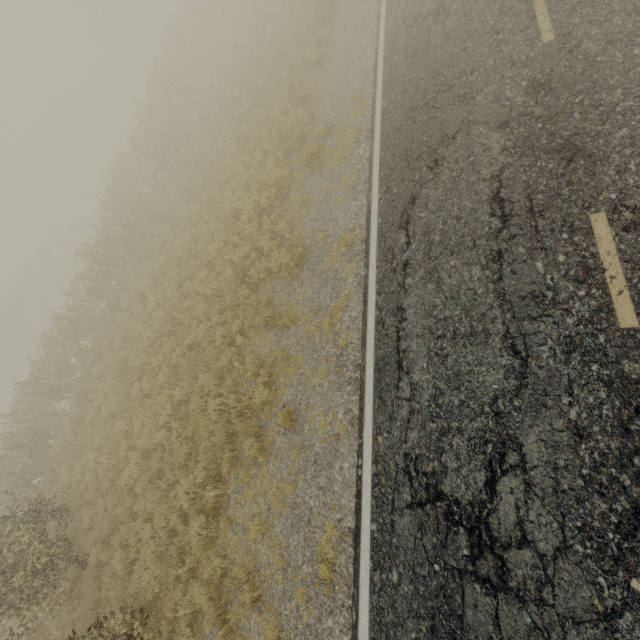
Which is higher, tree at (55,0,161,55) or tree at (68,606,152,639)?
tree at (55,0,161,55)

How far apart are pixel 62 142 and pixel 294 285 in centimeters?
7473cm

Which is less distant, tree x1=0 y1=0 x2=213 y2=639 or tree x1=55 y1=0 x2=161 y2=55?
tree x1=0 y1=0 x2=213 y2=639

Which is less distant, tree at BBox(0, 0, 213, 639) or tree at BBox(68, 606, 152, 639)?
tree at BBox(68, 606, 152, 639)

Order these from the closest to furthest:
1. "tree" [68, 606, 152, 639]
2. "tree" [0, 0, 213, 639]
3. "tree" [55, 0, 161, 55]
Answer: "tree" [68, 606, 152, 639], "tree" [0, 0, 213, 639], "tree" [55, 0, 161, 55]

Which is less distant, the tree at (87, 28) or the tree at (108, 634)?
the tree at (108, 634)

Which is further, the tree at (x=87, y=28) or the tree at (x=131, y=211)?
the tree at (x=87, y=28)
